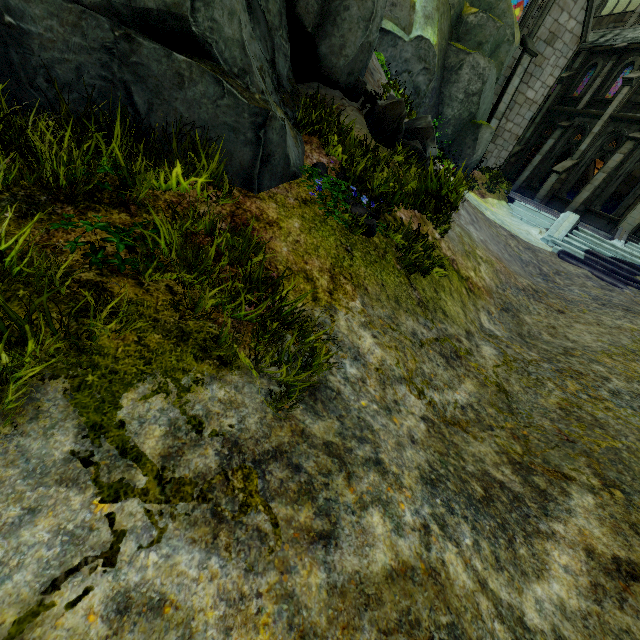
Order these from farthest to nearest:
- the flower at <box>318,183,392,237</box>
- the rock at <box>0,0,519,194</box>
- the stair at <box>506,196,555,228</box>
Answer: the stair at <box>506,196,555,228</box>, the flower at <box>318,183,392,237</box>, the rock at <box>0,0,519,194</box>

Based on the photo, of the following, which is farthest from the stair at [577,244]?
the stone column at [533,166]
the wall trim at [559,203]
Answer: the stone column at [533,166]

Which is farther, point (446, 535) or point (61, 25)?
point (61, 25)

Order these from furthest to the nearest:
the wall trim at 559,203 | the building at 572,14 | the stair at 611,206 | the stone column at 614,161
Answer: the stair at 611,206 < the wall trim at 559,203 < the stone column at 614,161 < the building at 572,14

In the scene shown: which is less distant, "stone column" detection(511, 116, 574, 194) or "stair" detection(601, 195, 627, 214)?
"stone column" detection(511, 116, 574, 194)

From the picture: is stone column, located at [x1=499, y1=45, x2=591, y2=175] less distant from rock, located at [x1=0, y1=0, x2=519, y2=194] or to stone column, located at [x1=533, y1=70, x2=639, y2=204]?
stone column, located at [x1=533, y1=70, x2=639, y2=204]

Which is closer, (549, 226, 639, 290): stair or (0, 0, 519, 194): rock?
(0, 0, 519, 194): rock

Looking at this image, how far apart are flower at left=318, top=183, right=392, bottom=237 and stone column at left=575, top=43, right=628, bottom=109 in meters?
25.6 m
